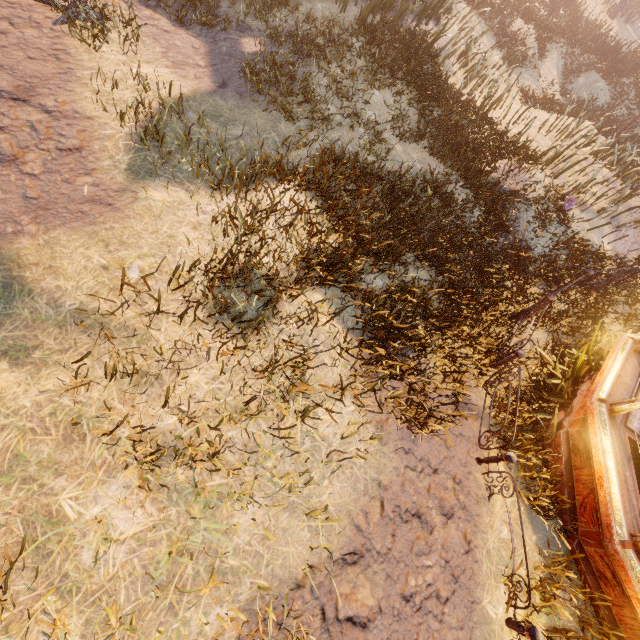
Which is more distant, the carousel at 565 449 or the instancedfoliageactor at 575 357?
the instancedfoliageactor at 575 357

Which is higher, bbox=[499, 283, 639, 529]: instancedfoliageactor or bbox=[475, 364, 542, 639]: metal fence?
bbox=[475, 364, 542, 639]: metal fence

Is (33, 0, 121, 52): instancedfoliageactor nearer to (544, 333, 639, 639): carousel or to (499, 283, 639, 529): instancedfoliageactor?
(544, 333, 639, 639): carousel

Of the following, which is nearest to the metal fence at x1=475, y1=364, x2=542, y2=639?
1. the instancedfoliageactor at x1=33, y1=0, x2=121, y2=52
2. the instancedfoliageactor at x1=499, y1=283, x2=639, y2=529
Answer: the instancedfoliageactor at x1=499, y1=283, x2=639, y2=529

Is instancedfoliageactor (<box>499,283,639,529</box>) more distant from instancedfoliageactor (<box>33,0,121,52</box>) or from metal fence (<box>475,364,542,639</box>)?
instancedfoliageactor (<box>33,0,121,52</box>)

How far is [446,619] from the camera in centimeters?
376cm

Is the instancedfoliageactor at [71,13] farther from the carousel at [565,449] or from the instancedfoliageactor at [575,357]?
the instancedfoliageactor at [575,357]
